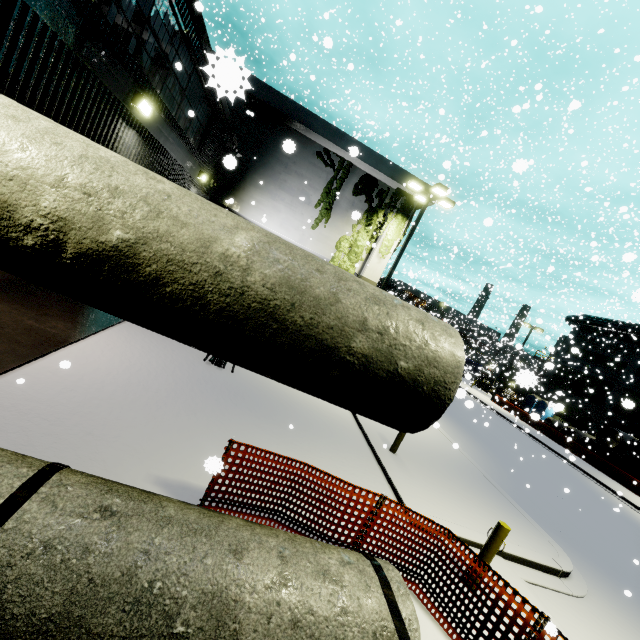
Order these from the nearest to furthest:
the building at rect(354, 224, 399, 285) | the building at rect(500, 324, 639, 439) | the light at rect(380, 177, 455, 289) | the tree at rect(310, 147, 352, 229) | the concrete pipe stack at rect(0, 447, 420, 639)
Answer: the concrete pipe stack at rect(0, 447, 420, 639) < the light at rect(380, 177, 455, 289) < the tree at rect(310, 147, 352, 229) < the building at rect(354, 224, 399, 285) < the building at rect(500, 324, 639, 439)

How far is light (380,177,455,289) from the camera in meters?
14.5 m

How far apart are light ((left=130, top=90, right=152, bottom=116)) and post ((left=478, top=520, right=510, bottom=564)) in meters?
10.3 m

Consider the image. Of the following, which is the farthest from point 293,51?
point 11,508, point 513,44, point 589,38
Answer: point 11,508

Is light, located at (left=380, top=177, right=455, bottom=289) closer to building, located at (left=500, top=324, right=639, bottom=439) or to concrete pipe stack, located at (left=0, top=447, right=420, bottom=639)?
building, located at (left=500, top=324, right=639, bottom=439)

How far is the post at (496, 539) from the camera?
5.59m

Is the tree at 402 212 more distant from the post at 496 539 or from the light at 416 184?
the post at 496 539

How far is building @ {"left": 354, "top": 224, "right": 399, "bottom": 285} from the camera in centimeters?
1750cm
